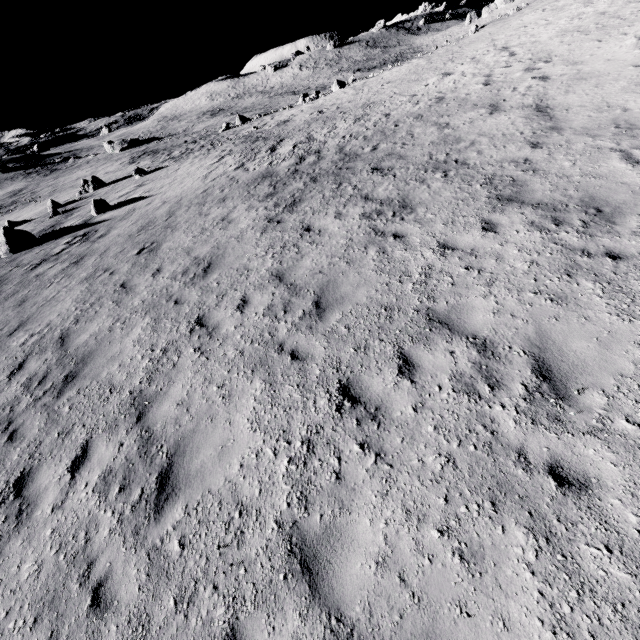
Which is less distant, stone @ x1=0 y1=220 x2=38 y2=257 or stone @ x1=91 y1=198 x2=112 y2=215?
stone @ x1=0 y1=220 x2=38 y2=257

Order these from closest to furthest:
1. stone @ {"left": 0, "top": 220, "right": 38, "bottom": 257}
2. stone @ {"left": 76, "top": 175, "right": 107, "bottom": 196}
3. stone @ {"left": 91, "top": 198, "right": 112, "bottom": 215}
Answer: stone @ {"left": 0, "top": 220, "right": 38, "bottom": 257} < stone @ {"left": 91, "top": 198, "right": 112, "bottom": 215} < stone @ {"left": 76, "top": 175, "right": 107, "bottom": 196}

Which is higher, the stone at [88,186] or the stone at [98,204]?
the stone at [98,204]

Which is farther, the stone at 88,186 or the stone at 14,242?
the stone at 88,186

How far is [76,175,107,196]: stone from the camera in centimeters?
2919cm

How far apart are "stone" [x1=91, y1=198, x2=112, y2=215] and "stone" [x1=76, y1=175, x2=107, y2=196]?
14.5m

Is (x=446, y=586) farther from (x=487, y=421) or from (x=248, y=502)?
(x=248, y=502)

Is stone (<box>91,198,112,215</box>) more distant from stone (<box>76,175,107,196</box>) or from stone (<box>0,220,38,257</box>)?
stone (<box>76,175,107,196</box>)
